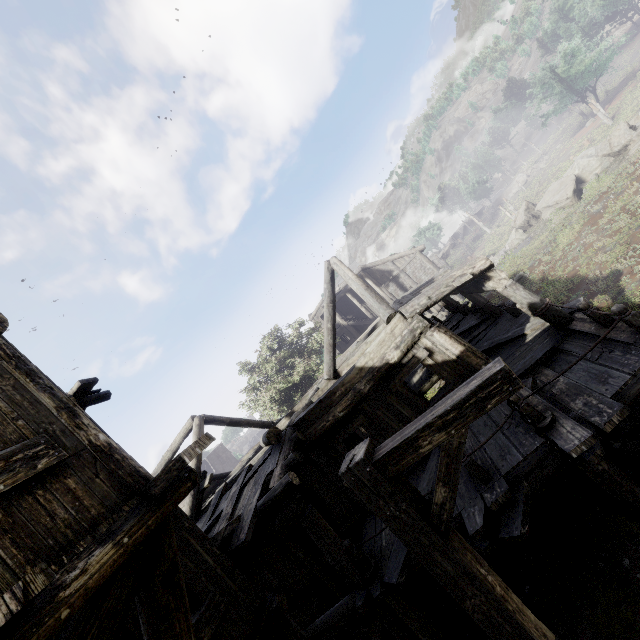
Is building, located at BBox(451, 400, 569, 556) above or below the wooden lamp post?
below

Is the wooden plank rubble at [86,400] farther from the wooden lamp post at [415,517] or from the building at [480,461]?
the wooden lamp post at [415,517]

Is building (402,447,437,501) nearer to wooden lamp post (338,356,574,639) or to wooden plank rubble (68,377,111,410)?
wooden plank rubble (68,377,111,410)

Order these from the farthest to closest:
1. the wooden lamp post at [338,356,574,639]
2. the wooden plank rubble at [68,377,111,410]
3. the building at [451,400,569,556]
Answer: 1. the wooden plank rubble at [68,377,111,410]
2. the building at [451,400,569,556]
3. the wooden lamp post at [338,356,574,639]

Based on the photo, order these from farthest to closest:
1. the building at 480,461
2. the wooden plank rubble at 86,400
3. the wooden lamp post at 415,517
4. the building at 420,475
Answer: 1. the building at 420,475
2. the wooden plank rubble at 86,400
3. the building at 480,461
4. the wooden lamp post at 415,517

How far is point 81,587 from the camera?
2.2m

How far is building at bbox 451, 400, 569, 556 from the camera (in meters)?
5.45
